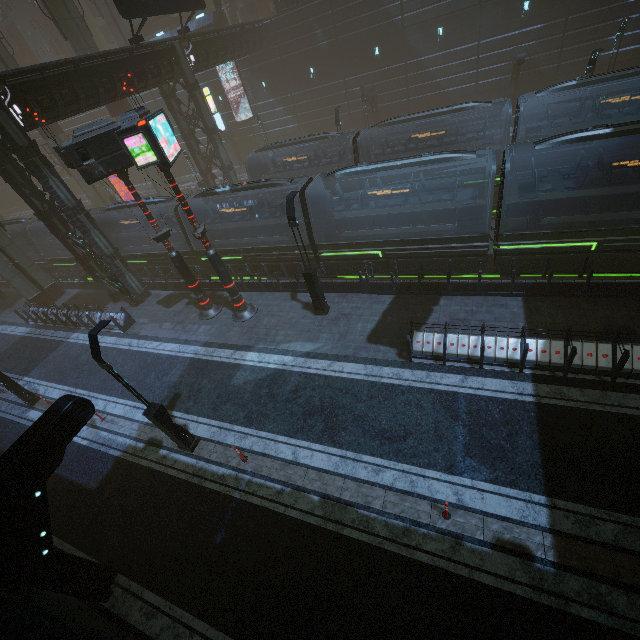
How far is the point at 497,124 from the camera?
28.4m

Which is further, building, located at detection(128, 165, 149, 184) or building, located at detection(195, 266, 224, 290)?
building, located at detection(128, 165, 149, 184)

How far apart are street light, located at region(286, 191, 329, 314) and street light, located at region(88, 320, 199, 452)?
7.1 meters

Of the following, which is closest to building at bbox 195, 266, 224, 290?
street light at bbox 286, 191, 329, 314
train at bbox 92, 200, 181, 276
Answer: train at bbox 92, 200, 181, 276

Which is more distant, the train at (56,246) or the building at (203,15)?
the building at (203,15)

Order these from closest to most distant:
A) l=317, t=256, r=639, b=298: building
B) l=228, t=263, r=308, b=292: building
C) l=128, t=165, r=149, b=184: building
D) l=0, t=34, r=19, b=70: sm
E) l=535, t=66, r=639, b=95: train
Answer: l=317, t=256, r=639, b=298: building < l=535, t=66, r=639, b=95: train < l=228, t=263, r=308, b=292: building < l=0, t=34, r=19, b=70: sm < l=128, t=165, r=149, b=184: building

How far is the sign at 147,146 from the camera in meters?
10.7 m
